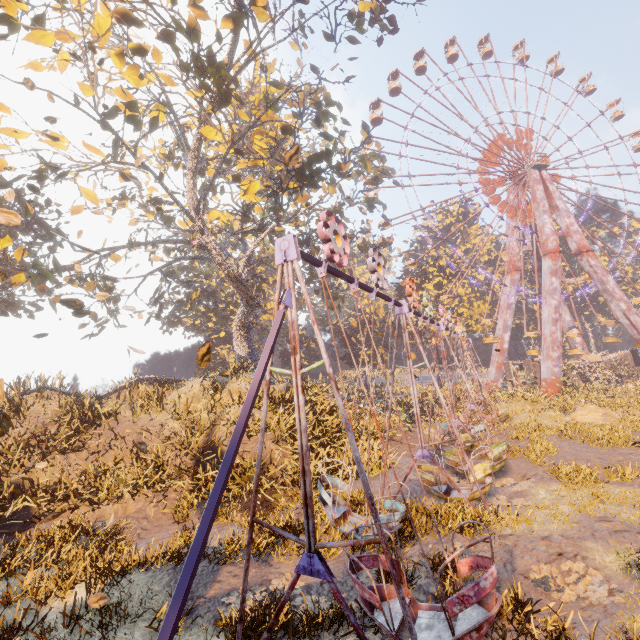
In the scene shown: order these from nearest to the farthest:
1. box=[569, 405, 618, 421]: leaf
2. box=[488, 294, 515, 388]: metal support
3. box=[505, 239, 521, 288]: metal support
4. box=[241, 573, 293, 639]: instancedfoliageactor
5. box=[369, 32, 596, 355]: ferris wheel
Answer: box=[569, 405, 618, 421]: leaf → box=[241, 573, 293, 639]: instancedfoliageactor → box=[369, 32, 596, 355]: ferris wheel → box=[488, 294, 515, 388]: metal support → box=[505, 239, 521, 288]: metal support

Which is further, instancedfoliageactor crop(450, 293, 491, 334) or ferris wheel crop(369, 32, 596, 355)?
instancedfoliageactor crop(450, 293, 491, 334)

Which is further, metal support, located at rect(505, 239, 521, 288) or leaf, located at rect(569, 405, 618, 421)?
metal support, located at rect(505, 239, 521, 288)

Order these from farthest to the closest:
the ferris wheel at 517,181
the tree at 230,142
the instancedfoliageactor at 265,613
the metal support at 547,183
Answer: the ferris wheel at 517,181 → the metal support at 547,183 → the tree at 230,142 → the instancedfoliageactor at 265,613

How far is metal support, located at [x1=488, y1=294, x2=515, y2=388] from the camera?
38.94m

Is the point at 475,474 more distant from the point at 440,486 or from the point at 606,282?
the point at 606,282

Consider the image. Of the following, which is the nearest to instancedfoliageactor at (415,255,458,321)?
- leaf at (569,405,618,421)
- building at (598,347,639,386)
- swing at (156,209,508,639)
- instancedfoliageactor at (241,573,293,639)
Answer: building at (598,347,639,386)

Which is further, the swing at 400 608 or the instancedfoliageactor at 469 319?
the instancedfoliageactor at 469 319
